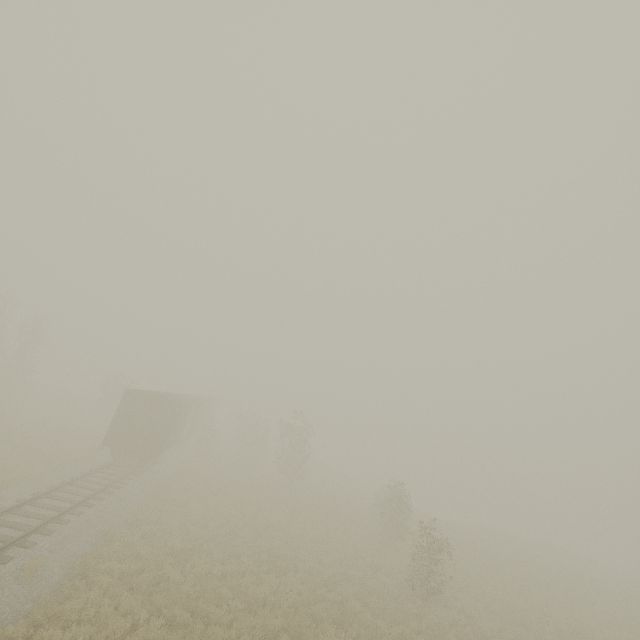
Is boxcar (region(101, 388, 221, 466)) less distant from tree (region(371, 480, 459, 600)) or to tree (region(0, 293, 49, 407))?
tree (region(371, 480, 459, 600))

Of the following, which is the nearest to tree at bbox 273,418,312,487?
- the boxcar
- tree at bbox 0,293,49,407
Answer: the boxcar

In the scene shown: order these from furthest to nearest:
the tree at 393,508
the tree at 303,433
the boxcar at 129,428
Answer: the tree at 303,433, the boxcar at 129,428, the tree at 393,508

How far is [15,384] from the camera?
30.3 meters

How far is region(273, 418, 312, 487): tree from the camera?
29.3m

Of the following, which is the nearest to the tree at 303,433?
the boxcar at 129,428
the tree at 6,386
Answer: the boxcar at 129,428
